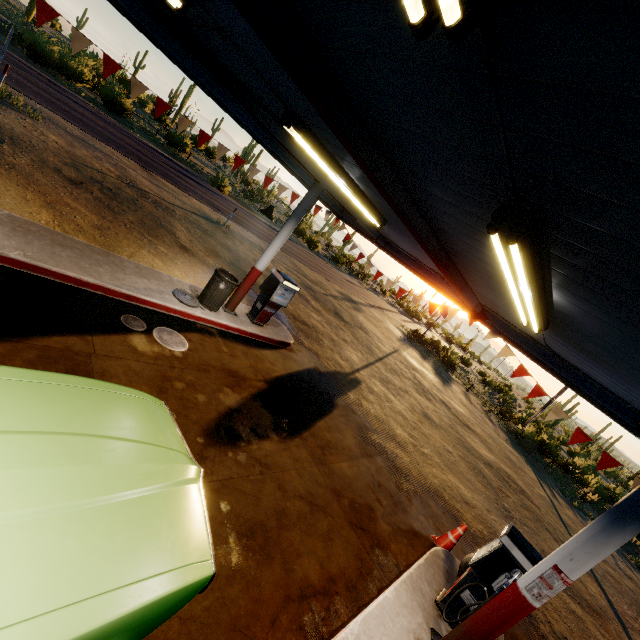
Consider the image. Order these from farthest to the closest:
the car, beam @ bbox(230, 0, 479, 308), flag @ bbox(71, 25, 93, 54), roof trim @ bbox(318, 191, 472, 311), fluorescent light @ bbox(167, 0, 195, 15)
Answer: roof trim @ bbox(318, 191, 472, 311), flag @ bbox(71, 25, 93, 54), fluorescent light @ bbox(167, 0, 195, 15), beam @ bbox(230, 0, 479, 308), the car

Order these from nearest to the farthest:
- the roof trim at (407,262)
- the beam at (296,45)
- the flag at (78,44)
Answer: the beam at (296,45) → the flag at (78,44) → the roof trim at (407,262)

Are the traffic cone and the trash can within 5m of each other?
no

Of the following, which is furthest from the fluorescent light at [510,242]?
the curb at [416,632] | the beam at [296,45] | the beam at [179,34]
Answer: the beam at [179,34]

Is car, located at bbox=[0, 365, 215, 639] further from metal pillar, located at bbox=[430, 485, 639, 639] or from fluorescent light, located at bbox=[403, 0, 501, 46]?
metal pillar, located at bbox=[430, 485, 639, 639]

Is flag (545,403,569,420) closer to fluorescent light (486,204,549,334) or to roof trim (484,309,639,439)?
roof trim (484,309,639,439)

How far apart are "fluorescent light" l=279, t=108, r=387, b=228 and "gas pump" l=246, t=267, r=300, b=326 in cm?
265

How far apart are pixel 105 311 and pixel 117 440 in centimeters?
362cm
